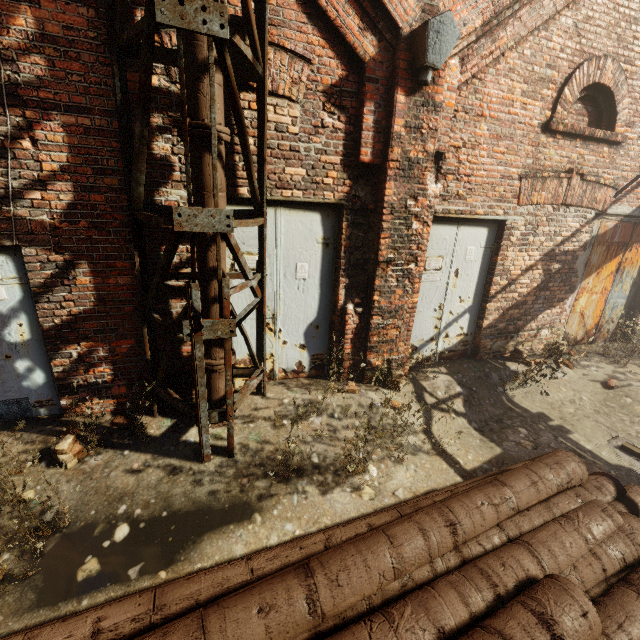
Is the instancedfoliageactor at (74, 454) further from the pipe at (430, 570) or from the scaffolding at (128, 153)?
the pipe at (430, 570)

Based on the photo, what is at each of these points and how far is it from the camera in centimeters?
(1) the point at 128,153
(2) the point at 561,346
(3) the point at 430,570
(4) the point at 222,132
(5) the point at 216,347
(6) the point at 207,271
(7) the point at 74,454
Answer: (1) scaffolding, 307cm
(2) instancedfoliageactor, 638cm
(3) pipe, 217cm
(4) pipe, 291cm
(5) pipe, 360cm
(6) pipe, 330cm
(7) instancedfoliageactor, 323cm

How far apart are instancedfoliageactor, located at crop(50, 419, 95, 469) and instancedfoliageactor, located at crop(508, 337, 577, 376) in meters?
7.0 m

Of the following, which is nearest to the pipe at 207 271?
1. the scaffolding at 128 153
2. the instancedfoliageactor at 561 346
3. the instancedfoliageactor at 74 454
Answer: the scaffolding at 128 153

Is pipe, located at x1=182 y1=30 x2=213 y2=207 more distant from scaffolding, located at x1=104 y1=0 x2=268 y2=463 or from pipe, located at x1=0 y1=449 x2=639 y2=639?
pipe, located at x1=0 y1=449 x2=639 y2=639

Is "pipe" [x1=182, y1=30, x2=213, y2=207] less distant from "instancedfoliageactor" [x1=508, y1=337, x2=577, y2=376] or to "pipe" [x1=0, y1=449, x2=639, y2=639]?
"pipe" [x1=0, y1=449, x2=639, y2=639]

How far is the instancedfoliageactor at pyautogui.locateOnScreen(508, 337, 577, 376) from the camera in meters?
5.1 m
